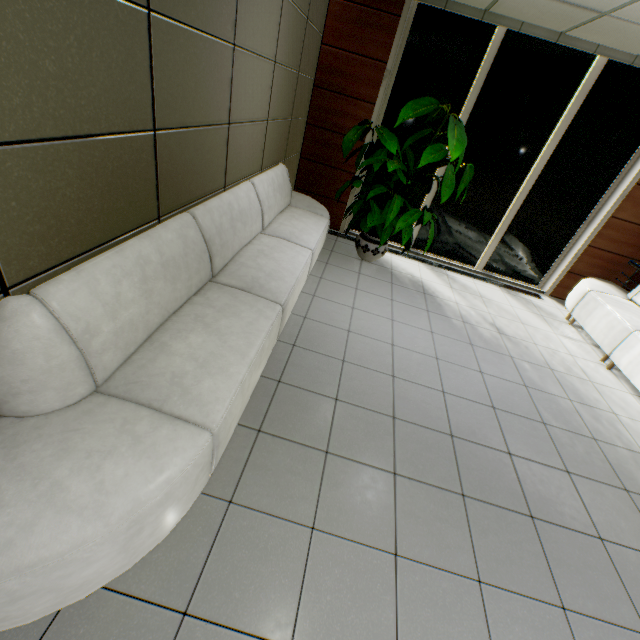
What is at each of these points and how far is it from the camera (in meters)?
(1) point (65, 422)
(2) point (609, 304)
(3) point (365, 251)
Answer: (1) sofa, 1.36
(2) sofa, 4.46
(3) flower pot, 4.91

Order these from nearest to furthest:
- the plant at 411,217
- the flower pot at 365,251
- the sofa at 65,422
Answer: the sofa at 65,422, the plant at 411,217, the flower pot at 365,251

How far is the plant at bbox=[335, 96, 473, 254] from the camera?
3.81m

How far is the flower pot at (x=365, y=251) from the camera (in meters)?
4.85

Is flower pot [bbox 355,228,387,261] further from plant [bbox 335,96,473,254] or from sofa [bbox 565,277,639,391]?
sofa [bbox 565,277,639,391]

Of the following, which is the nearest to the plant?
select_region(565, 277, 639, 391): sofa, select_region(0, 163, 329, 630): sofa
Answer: select_region(0, 163, 329, 630): sofa

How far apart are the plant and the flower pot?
0.87m
